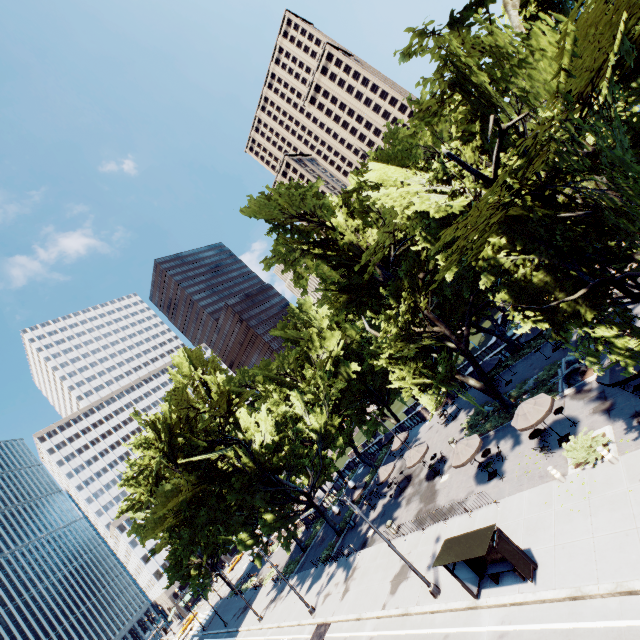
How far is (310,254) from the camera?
25.11m

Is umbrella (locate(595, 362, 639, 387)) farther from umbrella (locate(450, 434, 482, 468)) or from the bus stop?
the bus stop

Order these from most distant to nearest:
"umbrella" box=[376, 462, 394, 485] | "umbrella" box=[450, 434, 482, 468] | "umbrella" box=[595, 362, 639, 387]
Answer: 1. "umbrella" box=[376, 462, 394, 485]
2. "umbrella" box=[450, 434, 482, 468]
3. "umbrella" box=[595, 362, 639, 387]

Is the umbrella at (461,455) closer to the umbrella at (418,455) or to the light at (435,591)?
the umbrella at (418,455)

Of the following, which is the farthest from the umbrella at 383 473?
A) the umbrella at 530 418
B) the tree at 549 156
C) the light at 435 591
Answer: the umbrella at 530 418

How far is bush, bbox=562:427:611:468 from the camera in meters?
15.6 m

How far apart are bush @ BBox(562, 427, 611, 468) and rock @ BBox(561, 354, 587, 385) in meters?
6.0 m

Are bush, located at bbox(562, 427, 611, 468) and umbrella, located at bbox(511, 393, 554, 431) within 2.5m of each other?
yes
